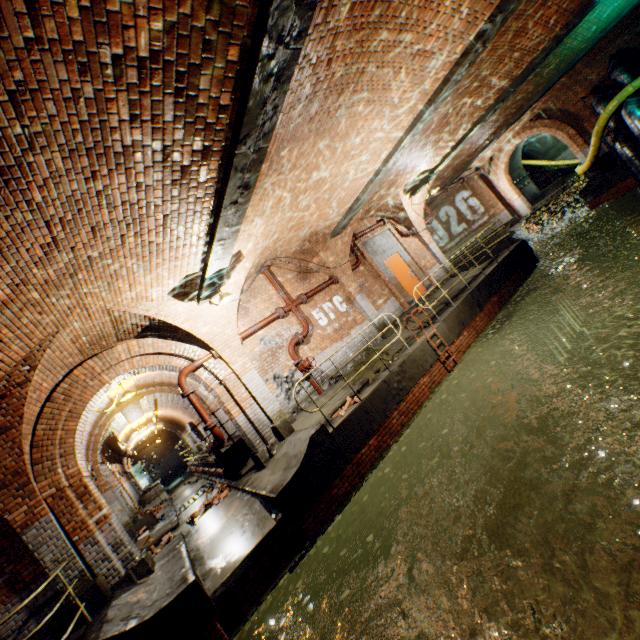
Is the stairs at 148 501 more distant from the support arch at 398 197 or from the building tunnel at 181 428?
the support arch at 398 197

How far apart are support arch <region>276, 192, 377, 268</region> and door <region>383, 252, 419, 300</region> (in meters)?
1.82

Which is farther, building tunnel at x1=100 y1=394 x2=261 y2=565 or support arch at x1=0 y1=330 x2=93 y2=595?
building tunnel at x1=100 y1=394 x2=261 y2=565

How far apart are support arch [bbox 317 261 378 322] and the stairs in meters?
15.2 m

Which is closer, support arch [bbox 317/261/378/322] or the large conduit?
support arch [bbox 317/261/378/322]

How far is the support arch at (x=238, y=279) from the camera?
8.5m

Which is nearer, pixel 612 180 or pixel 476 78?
pixel 476 78

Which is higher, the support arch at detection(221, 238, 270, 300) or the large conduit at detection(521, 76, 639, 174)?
the support arch at detection(221, 238, 270, 300)
